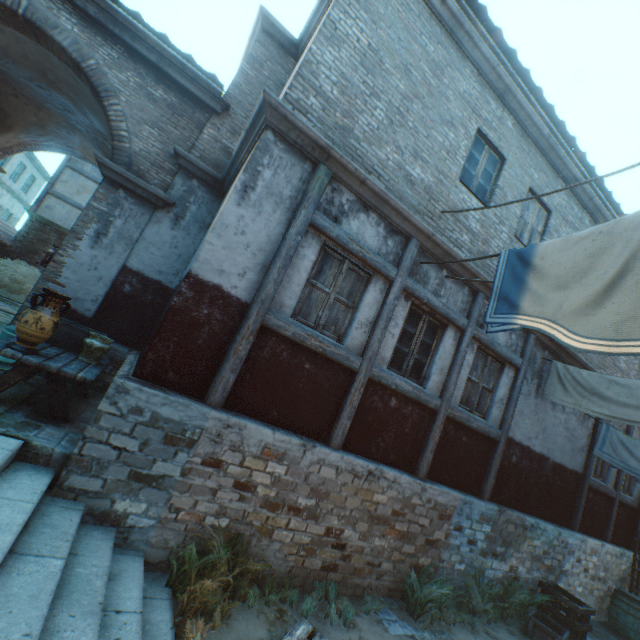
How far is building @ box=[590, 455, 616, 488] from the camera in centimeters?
908cm

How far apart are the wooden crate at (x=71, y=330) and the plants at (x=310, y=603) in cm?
475

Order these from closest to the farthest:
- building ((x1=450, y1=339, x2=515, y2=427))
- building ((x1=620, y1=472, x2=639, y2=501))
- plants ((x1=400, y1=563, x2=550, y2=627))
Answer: plants ((x1=400, y1=563, x2=550, y2=627)) < building ((x1=450, y1=339, x2=515, y2=427)) < building ((x1=620, y1=472, x2=639, y2=501))

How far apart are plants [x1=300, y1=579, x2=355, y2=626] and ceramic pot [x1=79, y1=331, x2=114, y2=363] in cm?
447

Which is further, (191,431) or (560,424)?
(560,424)

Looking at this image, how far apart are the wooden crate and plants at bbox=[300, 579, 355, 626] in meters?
4.8 m

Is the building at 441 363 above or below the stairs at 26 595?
above

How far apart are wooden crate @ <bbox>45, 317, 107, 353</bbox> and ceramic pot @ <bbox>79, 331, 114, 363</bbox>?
0.2 meters
